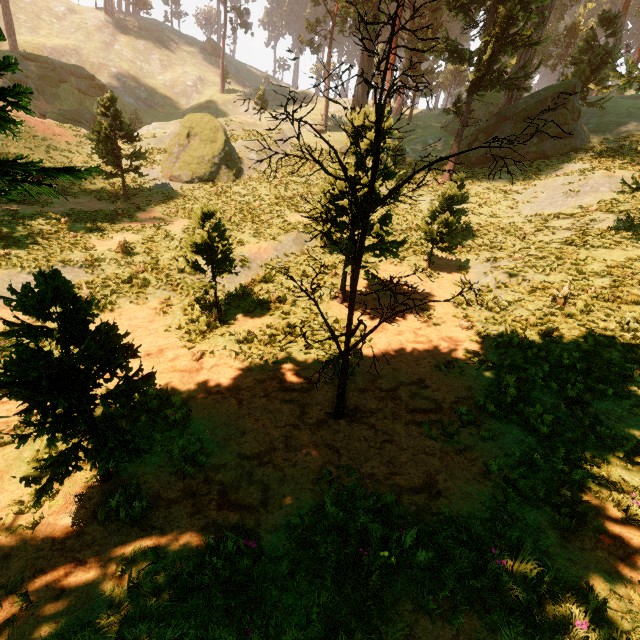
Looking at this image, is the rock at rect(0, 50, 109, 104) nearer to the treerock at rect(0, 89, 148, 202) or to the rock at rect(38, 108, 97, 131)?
the rock at rect(38, 108, 97, 131)

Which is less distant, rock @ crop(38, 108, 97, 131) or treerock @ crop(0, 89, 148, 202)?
treerock @ crop(0, 89, 148, 202)

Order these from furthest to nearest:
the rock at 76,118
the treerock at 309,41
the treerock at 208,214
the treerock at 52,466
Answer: the treerock at 309,41 < the rock at 76,118 < the treerock at 208,214 < the treerock at 52,466

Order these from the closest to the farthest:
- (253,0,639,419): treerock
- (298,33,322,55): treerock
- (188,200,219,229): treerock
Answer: (253,0,639,419): treerock → (188,200,219,229): treerock → (298,33,322,55): treerock

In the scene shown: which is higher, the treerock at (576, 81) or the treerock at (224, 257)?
the treerock at (576, 81)

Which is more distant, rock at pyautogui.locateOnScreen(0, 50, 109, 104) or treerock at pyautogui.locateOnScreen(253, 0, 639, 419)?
rock at pyautogui.locateOnScreen(0, 50, 109, 104)

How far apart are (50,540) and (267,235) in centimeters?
1349cm
